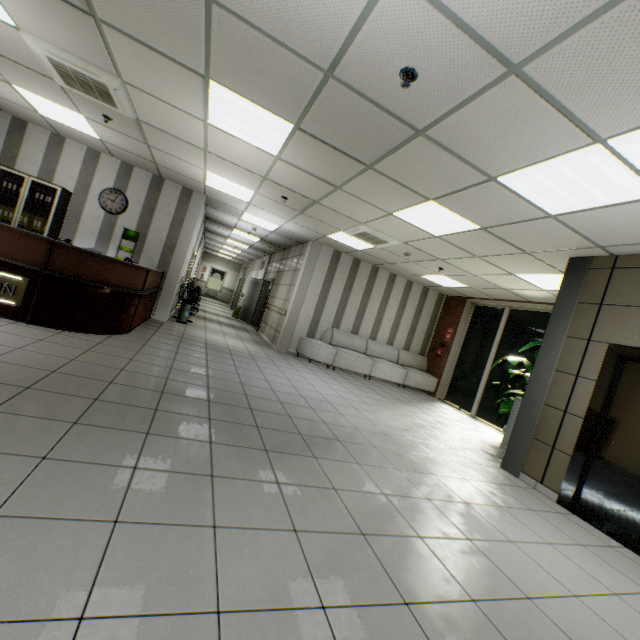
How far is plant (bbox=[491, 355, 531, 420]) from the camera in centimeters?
654cm

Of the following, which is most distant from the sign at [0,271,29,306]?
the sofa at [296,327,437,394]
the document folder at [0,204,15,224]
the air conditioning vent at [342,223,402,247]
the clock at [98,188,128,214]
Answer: the sofa at [296,327,437,394]

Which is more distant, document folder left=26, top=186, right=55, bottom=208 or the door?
the door

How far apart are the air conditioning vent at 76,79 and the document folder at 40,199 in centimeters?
306cm

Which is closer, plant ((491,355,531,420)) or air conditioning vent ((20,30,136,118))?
air conditioning vent ((20,30,136,118))

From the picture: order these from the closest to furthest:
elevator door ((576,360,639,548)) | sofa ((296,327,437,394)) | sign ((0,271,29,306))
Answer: elevator door ((576,360,639,548))
sign ((0,271,29,306))
sofa ((296,327,437,394))

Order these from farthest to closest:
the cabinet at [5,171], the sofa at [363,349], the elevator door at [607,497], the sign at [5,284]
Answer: the sofa at [363,349] → the cabinet at [5,171] → the sign at [5,284] → the elevator door at [607,497]

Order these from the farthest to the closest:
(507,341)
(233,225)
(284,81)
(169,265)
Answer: (233,225), (507,341), (169,265), (284,81)
